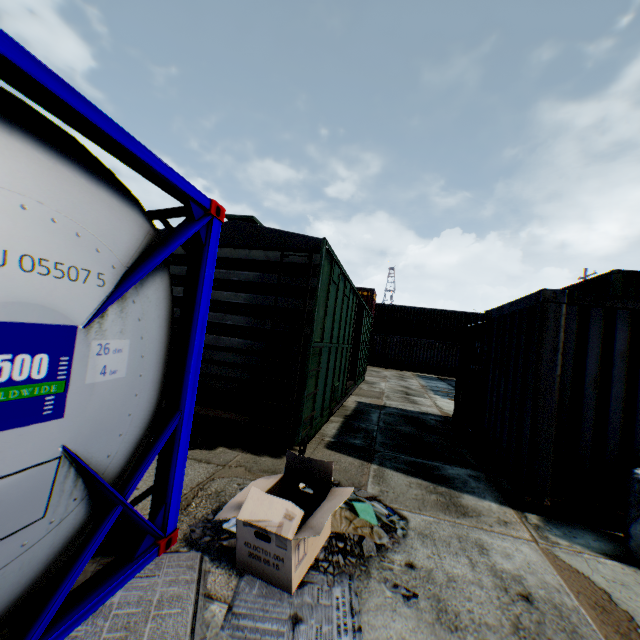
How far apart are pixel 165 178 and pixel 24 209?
0.9 meters

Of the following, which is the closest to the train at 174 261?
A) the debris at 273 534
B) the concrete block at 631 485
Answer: the debris at 273 534

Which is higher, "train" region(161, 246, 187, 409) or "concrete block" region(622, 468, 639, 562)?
"train" region(161, 246, 187, 409)

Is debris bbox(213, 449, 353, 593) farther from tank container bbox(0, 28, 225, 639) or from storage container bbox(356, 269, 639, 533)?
storage container bbox(356, 269, 639, 533)

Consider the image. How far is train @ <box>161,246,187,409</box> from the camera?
5.43m

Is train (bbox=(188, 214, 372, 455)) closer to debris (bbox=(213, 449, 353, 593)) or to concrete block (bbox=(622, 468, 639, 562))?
debris (bbox=(213, 449, 353, 593))

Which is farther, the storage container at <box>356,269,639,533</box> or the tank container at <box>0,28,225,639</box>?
the storage container at <box>356,269,639,533</box>

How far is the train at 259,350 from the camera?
5.0 meters
